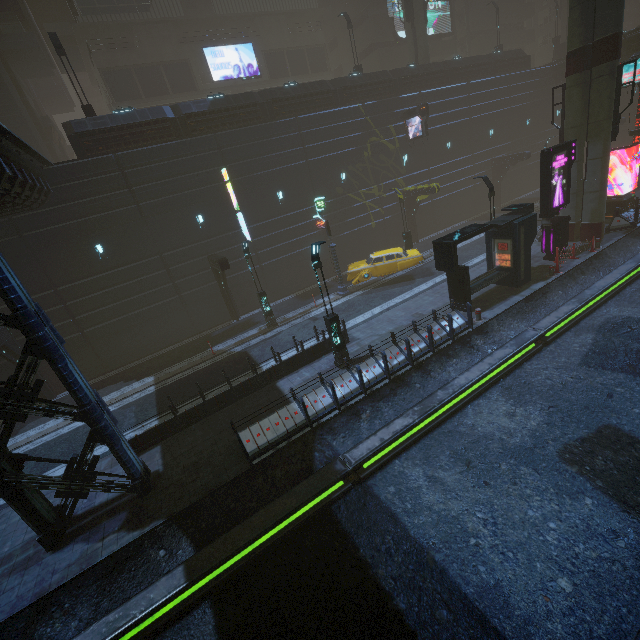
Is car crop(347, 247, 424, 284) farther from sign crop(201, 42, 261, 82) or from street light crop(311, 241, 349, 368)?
sign crop(201, 42, 261, 82)

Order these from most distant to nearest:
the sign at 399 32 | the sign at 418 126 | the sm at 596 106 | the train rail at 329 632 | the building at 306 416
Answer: the sign at 399 32 < the sign at 418 126 < the sm at 596 106 < the building at 306 416 < the train rail at 329 632

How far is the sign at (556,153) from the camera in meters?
16.5 m

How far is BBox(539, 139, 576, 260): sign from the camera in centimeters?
1647cm

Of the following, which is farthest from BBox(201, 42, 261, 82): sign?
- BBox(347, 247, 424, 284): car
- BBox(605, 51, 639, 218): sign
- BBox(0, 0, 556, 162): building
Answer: BBox(347, 247, 424, 284): car

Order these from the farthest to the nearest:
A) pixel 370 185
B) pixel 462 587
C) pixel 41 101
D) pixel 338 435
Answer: pixel 41 101 → pixel 370 185 → pixel 338 435 → pixel 462 587

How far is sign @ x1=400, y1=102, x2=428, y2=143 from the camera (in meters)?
24.49

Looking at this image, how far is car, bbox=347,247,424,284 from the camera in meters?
21.1 m
